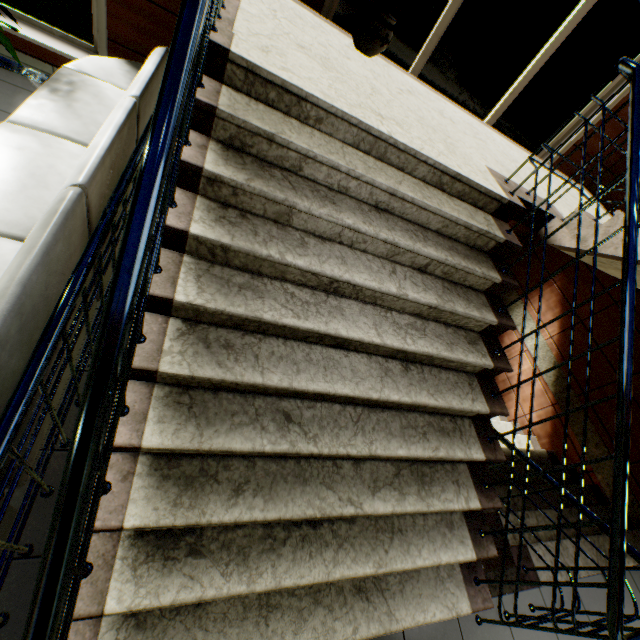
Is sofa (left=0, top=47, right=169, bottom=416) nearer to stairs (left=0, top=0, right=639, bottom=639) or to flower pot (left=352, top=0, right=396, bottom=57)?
stairs (left=0, top=0, right=639, bottom=639)

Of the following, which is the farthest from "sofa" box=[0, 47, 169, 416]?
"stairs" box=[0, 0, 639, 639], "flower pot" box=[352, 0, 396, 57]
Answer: "flower pot" box=[352, 0, 396, 57]

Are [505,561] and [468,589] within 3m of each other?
yes

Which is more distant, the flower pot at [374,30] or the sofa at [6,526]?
the flower pot at [374,30]

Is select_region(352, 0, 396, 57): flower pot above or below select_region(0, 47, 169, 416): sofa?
above

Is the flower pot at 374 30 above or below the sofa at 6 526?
Answer: above
